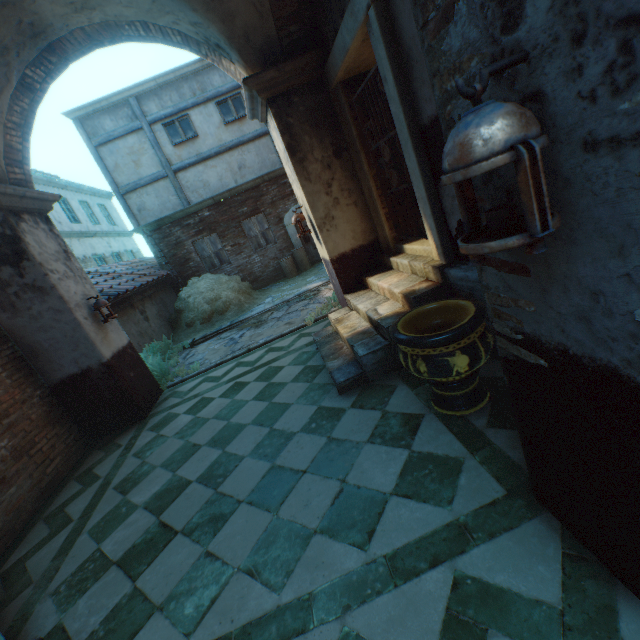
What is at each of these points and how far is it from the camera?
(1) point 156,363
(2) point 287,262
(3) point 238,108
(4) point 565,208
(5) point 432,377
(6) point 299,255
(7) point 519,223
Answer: (1) plants, 7.44m
(2) wicker basket, 12.30m
(3) window, 11.45m
(4) building, 0.94m
(5) ceramic pot, 2.62m
(6) wicker basket, 12.55m
(7) lantern, 0.93m

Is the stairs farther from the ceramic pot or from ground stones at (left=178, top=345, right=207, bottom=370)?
ground stones at (left=178, top=345, right=207, bottom=370)

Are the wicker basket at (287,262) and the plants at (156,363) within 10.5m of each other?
yes

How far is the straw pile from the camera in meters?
10.1

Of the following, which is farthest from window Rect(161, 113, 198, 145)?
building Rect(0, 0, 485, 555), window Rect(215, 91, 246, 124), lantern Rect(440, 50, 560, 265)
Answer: lantern Rect(440, 50, 560, 265)

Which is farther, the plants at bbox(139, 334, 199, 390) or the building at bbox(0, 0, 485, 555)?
A: the plants at bbox(139, 334, 199, 390)

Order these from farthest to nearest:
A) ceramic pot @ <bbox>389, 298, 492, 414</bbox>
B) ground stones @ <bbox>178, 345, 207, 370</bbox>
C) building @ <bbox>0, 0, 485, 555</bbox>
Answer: ground stones @ <bbox>178, 345, 207, 370</bbox> < building @ <bbox>0, 0, 485, 555</bbox> < ceramic pot @ <bbox>389, 298, 492, 414</bbox>

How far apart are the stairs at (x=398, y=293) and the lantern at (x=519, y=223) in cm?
262
